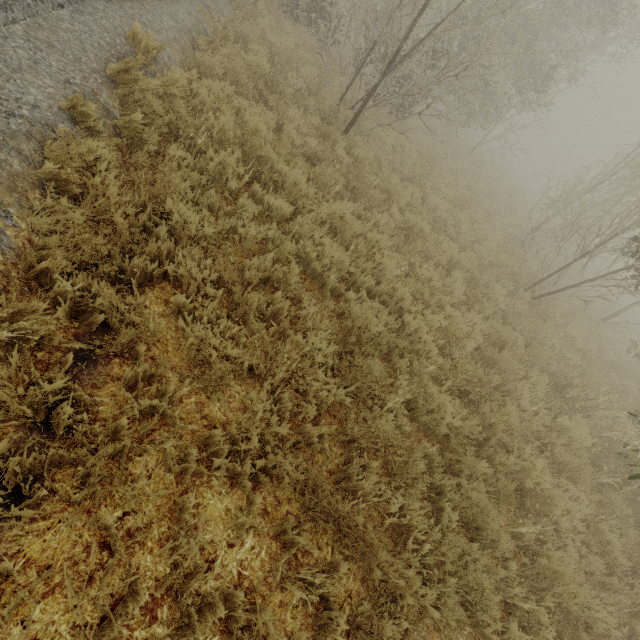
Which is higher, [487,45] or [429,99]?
[487,45]
